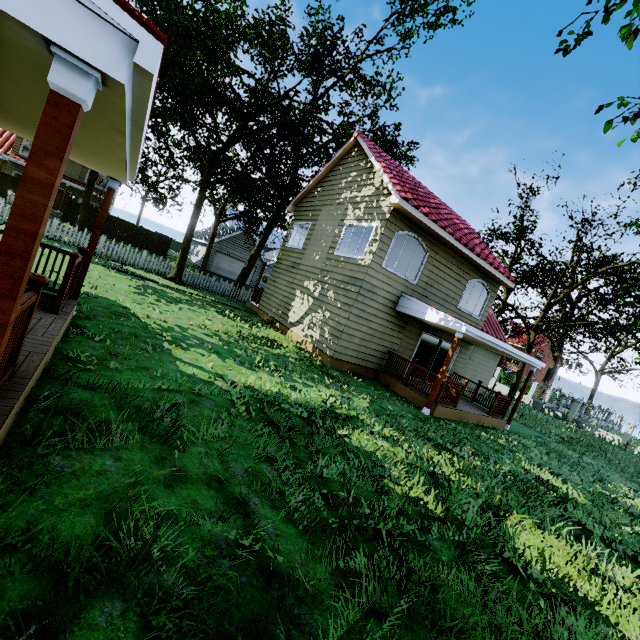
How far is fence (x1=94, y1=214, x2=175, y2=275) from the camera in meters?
17.2 m

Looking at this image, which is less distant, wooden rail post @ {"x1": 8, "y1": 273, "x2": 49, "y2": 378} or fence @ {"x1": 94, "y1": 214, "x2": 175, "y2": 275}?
wooden rail post @ {"x1": 8, "y1": 273, "x2": 49, "y2": 378}

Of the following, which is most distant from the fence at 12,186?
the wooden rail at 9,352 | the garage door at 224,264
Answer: the wooden rail at 9,352

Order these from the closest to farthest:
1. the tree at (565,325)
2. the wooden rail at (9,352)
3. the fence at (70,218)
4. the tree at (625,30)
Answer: the wooden rail at (9,352)
the tree at (625,30)
the fence at (70,218)
the tree at (565,325)

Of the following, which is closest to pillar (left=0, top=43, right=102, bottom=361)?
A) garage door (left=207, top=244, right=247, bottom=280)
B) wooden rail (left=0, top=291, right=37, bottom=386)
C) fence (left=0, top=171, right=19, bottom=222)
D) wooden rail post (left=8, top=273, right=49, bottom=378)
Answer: wooden rail (left=0, top=291, right=37, bottom=386)

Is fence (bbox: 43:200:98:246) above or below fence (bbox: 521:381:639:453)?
below

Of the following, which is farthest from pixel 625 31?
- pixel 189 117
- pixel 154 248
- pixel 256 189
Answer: pixel 154 248

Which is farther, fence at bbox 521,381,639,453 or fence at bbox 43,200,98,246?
fence at bbox 521,381,639,453
